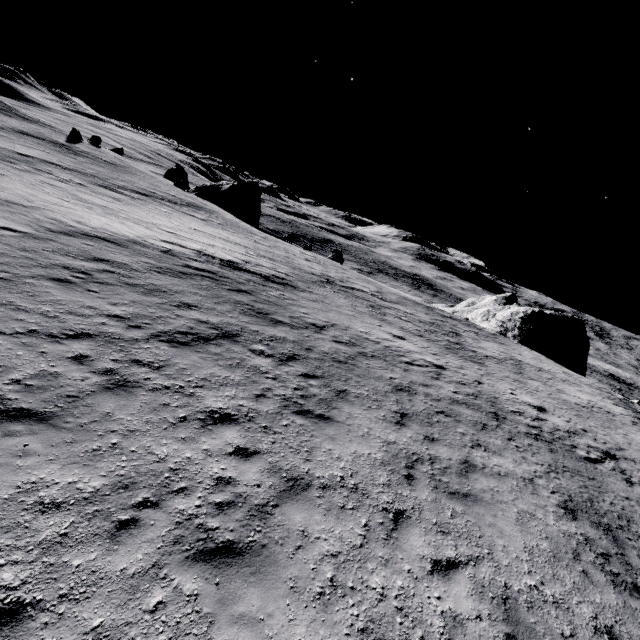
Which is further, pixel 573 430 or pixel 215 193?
pixel 215 193

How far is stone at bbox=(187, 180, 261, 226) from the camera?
49.1m

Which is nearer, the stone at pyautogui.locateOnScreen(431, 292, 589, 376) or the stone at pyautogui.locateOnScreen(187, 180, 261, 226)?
the stone at pyautogui.locateOnScreen(431, 292, 589, 376)

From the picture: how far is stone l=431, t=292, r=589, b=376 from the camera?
35.78m

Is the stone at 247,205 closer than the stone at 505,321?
No

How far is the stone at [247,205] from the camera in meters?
49.1
